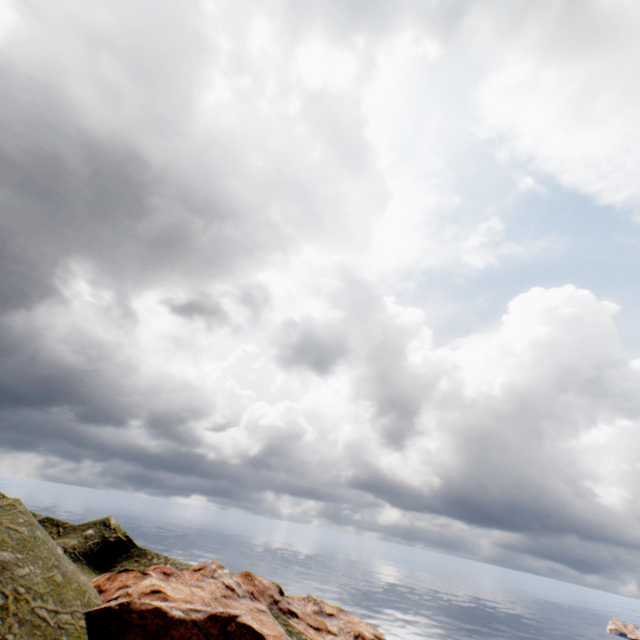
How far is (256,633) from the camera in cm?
2130
